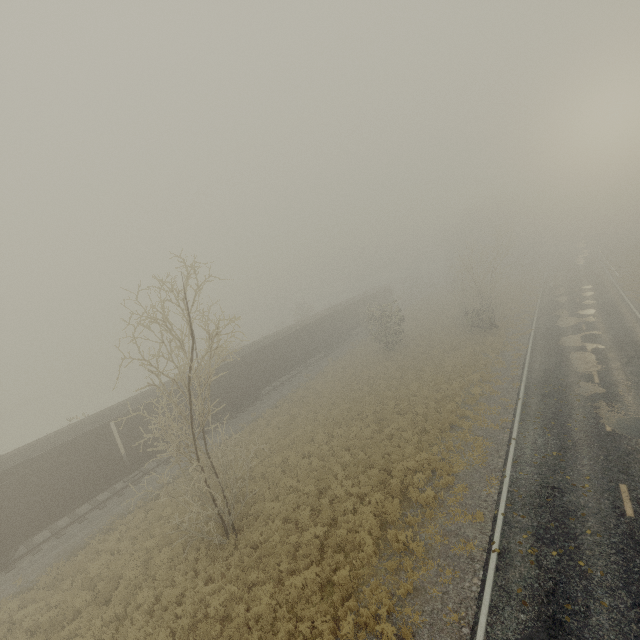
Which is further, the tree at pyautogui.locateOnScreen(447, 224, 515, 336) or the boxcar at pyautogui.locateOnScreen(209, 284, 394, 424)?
the tree at pyautogui.locateOnScreen(447, 224, 515, 336)

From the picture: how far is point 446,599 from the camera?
9.7 meters

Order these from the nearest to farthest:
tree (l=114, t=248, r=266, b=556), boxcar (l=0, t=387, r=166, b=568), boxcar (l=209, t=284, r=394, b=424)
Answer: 1. tree (l=114, t=248, r=266, b=556)
2. boxcar (l=0, t=387, r=166, b=568)
3. boxcar (l=209, t=284, r=394, b=424)

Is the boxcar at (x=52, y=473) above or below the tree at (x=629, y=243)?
above

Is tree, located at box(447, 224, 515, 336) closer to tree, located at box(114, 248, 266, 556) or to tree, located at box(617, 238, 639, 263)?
tree, located at box(617, 238, 639, 263)

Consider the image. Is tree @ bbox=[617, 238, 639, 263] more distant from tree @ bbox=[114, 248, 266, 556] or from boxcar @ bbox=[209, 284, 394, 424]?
tree @ bbox=[114, 248, 266, 556]

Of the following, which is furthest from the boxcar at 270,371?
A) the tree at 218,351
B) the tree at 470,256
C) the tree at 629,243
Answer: the tree at 629,243
